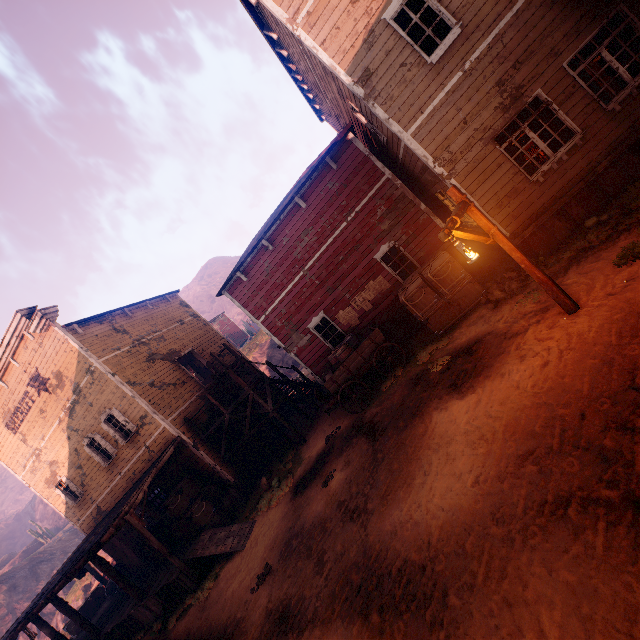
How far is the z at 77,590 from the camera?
27.5m

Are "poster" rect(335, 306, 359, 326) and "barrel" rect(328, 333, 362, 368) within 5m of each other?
yes

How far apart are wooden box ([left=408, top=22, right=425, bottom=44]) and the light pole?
4.57m

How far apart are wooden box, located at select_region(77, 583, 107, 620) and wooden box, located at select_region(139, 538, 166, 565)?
7.62m

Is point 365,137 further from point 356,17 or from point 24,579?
point 24,579

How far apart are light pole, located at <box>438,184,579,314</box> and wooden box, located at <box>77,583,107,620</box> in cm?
2541

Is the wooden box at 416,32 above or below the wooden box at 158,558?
above

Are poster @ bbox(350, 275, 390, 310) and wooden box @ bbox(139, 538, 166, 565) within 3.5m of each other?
no
